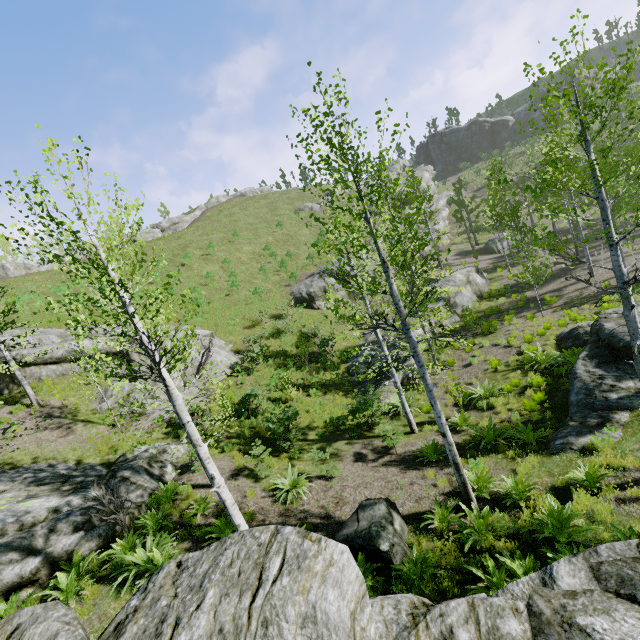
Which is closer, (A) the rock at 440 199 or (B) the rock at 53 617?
(B) the rock at 53 617

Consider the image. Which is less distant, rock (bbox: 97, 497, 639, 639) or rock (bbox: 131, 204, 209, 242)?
rock (bbox: 97, 497, 639, 639)

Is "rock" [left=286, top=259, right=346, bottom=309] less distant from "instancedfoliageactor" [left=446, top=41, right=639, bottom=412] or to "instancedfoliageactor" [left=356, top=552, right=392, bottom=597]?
"instancedfoliageactor" [left=446, top=41, right=639, bottom=412]

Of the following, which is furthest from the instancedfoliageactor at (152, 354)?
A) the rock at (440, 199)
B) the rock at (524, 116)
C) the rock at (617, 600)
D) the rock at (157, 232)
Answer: the rock at (524, 116)

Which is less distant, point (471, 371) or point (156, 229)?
point (471, 371)

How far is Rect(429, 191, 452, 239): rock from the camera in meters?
39.2 m

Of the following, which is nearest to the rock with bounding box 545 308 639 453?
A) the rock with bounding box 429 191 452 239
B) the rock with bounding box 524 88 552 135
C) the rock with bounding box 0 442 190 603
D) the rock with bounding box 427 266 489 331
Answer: the rock with bounding box 427 266 489 331

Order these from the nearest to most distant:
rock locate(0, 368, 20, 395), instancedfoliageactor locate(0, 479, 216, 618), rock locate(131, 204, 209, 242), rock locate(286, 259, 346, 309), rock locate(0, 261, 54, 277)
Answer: instancedfoliageactor locate(0, 479, 216, 618) < rock locate(0, 368, 20, 395) < rock locate(286, 259, 346, 309) < rock locate(0, 261, 54, 277) < rock locate(131, 204, 209, 242)
